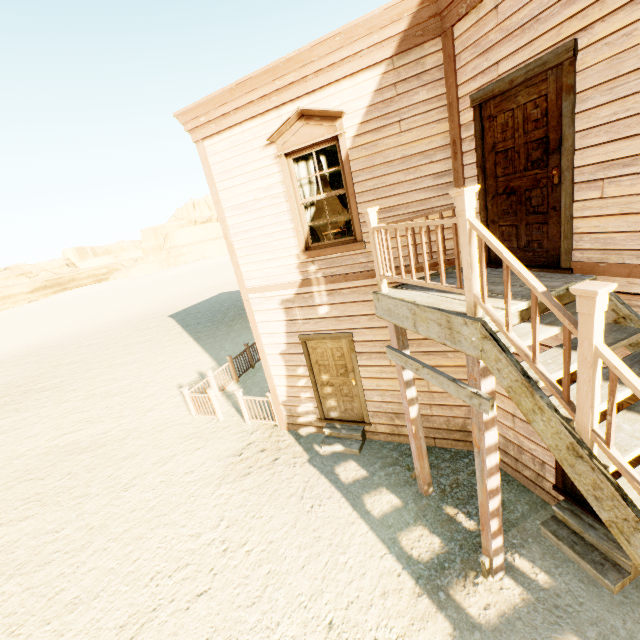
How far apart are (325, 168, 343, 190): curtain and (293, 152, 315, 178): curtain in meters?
0.1 m

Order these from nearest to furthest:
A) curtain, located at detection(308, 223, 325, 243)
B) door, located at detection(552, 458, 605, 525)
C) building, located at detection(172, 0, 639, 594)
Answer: building, located at detection(172, 0, 639, 594) → door, located at detection(552, 458, 605, 525) → curtain, located at detection(308, 223, 325, 243)

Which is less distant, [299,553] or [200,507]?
[299,553]

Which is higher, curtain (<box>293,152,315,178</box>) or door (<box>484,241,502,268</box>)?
curtain (<box>293,152,315,178</box>)

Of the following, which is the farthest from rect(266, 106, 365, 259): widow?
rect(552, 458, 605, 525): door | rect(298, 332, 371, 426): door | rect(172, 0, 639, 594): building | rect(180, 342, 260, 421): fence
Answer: rect(180, 342, 260, 421): fence

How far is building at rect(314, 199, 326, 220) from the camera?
8.7m

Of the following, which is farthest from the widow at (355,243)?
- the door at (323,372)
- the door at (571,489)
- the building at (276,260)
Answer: the door at (571,489)

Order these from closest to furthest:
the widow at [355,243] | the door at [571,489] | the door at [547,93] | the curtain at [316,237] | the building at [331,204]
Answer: the door at [547,93], the door at [571,489], the widow at [355,243], the curtain at [316,237], the building at [331,204]
